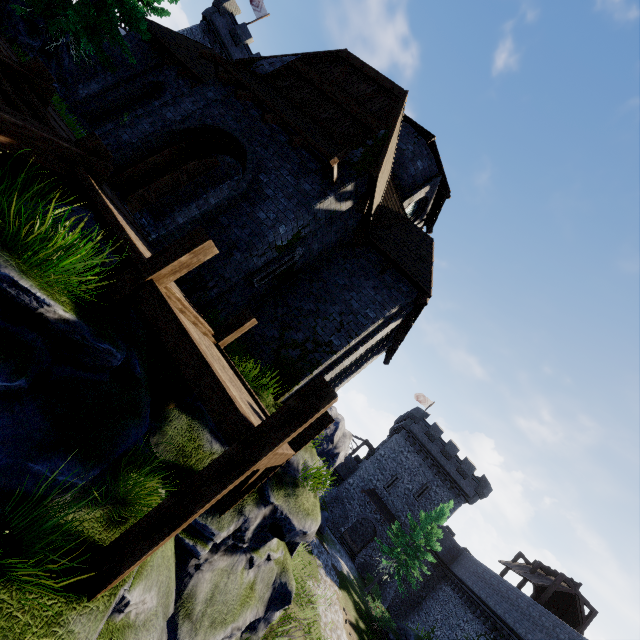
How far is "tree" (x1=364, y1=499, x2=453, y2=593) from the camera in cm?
2691

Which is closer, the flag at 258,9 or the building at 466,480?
the flag at 258,9

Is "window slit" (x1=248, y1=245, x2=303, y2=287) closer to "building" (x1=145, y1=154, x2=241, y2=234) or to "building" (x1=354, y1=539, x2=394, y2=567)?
"building" (x1=145, y1=154, x2=241, y2=234)

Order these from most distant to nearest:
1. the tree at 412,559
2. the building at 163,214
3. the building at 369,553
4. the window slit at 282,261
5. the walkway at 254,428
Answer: the building at 369,553 → the tree at 412,559 → the building at 163,214 → the window slit at 282,261 → the walkway at 254,428

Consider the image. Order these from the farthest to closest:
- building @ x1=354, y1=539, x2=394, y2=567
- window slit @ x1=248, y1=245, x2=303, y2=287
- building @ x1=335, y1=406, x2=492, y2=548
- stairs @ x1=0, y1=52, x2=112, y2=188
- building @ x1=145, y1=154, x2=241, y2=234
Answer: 1. building @ x1=335, y1=406, x2=492, y2=548
2. building @ x1=354, y1=539, x2=394, y2=567
3. building @ x1=145, y1=154, x2=241, y2=234
4. window slit @ x1=248, y1=245, x2=303, y2=287
5. stairs @ x1=0, y1=52, x2=112, y2=188

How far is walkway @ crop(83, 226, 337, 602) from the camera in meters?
3.4

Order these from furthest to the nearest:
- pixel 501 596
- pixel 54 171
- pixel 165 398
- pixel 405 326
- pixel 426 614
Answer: pixel 426 614 → pixel 501 596 → pixel 405 326 → pixel 165 398 → pixel 54 171

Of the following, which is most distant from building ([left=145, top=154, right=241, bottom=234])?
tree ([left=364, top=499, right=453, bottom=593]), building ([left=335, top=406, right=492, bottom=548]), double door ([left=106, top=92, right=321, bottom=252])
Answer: building ([left=335, top=406, right=492, bottom=548])
